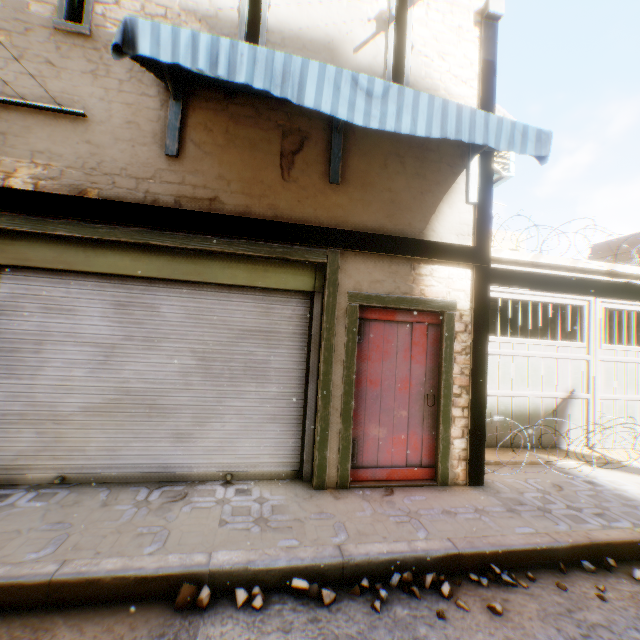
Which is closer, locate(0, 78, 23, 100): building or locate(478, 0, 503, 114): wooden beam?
locate(0, 78, 23, 100): building

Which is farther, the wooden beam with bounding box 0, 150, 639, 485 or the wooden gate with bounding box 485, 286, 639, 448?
the wooden gate with bounding box 485, 286, 639, 448

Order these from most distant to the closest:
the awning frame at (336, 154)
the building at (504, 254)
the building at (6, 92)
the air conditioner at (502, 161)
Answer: the building at (504, 254) → the air conditioner at (502, 161) → the awning frame at (336, 154) → the building at (6, 92)

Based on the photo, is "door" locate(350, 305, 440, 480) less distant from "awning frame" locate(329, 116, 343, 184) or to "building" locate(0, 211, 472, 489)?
"building" locate(0, 211, 472, 489)

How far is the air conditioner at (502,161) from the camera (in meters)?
5.14

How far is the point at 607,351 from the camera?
6.6 meters

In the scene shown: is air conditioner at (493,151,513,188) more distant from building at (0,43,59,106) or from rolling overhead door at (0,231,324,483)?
rolling overhead door at (0,231,324,483)

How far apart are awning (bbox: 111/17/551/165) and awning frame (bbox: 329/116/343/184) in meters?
0.0 m
